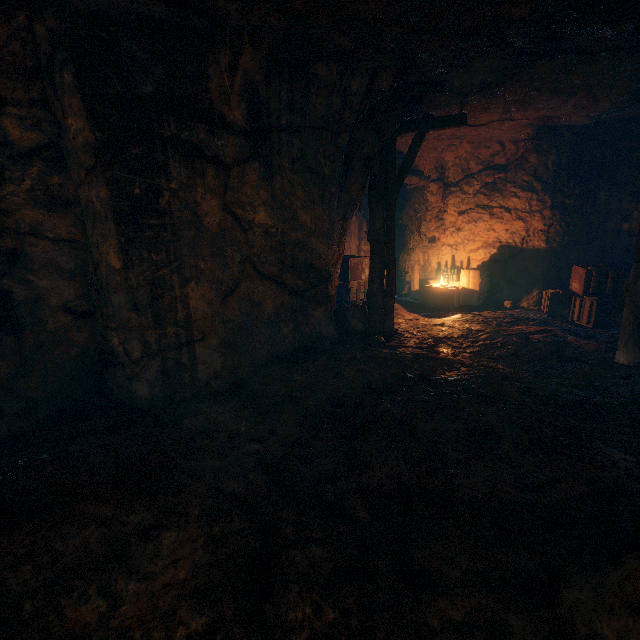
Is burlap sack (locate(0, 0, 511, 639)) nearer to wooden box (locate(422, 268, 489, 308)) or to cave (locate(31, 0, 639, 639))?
cave (locate(31, 0, 639, 639))

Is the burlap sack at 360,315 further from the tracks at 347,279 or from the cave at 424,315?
the tracks at 347,279

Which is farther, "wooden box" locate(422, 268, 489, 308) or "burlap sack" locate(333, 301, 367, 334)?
"wooden box" locate(422, 268, 489, 308)

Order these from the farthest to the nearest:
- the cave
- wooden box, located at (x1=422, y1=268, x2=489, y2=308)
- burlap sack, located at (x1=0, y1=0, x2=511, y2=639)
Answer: wooden box, located at (x1=422, y1=268, x2=489, y2=308) < the cave < burlap sack, located at (x1=0, y1=0, x2=511, y2=639)

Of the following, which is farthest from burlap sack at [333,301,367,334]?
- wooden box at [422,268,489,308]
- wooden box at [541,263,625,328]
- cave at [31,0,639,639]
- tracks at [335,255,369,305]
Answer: wooden box at [422,268,489,308]

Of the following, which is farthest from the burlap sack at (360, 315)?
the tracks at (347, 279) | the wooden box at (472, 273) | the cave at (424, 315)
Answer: the wooden box at (472, 273)

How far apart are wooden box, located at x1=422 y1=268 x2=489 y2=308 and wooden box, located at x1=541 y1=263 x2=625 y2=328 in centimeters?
157cm

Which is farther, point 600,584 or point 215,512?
point 215,512
